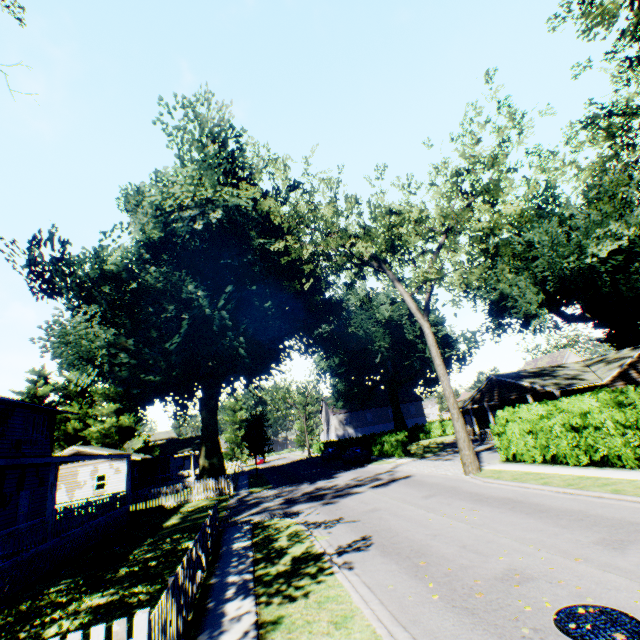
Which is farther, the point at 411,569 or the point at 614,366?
the point at 614,366

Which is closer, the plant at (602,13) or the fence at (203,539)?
the fence at (203,539)

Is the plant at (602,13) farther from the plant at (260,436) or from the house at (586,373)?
the house at (586,373)

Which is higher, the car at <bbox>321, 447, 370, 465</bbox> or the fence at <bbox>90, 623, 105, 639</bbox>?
the fence at <bbox>90, 623, 105, 639</bbox>

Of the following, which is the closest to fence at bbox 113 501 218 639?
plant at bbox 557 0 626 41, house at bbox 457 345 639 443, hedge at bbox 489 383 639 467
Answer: hedge at bbox 489 383 639 467

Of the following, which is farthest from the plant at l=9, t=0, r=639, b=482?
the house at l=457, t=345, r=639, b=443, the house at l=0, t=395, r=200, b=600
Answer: the house at l=457, t=345, r=639, b=443

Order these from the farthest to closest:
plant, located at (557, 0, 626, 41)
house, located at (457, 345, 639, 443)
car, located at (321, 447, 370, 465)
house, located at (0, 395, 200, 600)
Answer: car, located at (321, 447, 370, 465) < house, located at (457, 345, 639, 443) < house, located at (0, 395, 200, 600) < plant, located at (557, 0, 626, 41)

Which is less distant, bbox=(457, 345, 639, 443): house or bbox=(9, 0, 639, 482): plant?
bbox=(9, 0, 639, 482): plant
